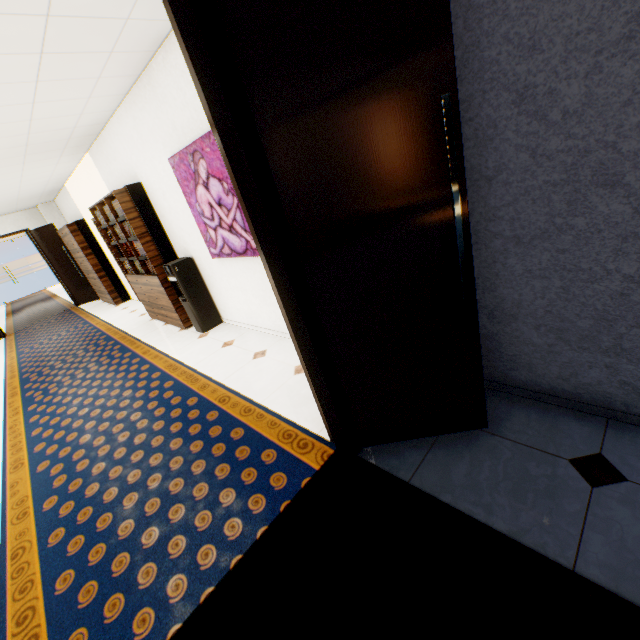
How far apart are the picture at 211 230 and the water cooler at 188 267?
0.69m

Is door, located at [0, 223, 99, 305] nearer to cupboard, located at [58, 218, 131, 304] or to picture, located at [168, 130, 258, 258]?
cupboard, located at [58, 218, 131, 304]

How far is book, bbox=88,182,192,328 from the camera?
4.52m

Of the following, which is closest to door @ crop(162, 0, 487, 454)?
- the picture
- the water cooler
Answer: the picture

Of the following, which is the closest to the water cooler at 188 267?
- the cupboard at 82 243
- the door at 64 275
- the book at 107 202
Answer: the book at 107 202

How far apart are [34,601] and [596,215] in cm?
357

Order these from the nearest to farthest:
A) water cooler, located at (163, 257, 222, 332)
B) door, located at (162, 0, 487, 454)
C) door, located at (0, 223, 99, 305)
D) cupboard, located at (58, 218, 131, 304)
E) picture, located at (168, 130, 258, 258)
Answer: door, located at (162, 0, 487, 454)
picture, located at (168, 130, 258, 258)
water cooler, located at (163, 257, 222, 332)
cupboard, located at (58, 218, 131, 304)
door, located at (0, 223, 99, 305)

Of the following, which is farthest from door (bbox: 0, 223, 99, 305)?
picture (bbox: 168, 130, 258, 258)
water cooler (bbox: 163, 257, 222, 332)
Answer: picture (bbox: 168, 130, 258, 258)
